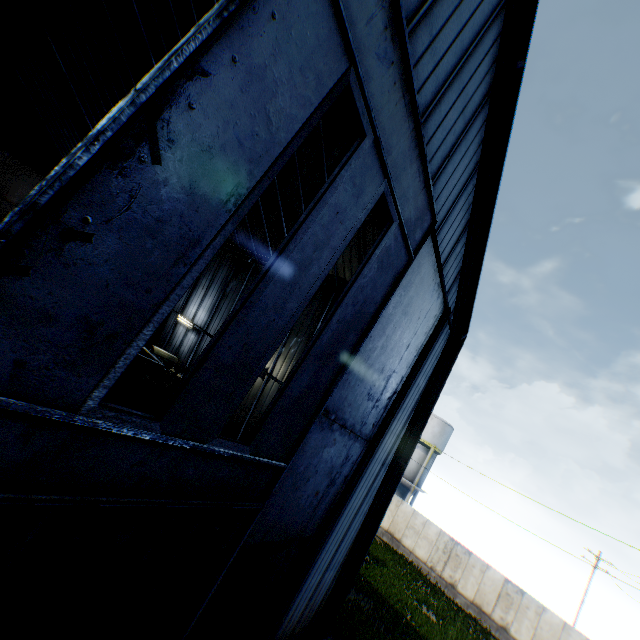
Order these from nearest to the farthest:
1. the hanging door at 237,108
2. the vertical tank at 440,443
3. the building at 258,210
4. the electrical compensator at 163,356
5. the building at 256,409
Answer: the hanging door at 237,108
the building at 258,210
the building at 256,409
the electrical compensator at 163,356
the vertical tank at 440,443

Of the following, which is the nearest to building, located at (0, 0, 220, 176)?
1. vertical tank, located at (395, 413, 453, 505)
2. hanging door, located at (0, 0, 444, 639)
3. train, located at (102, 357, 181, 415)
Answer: hanging door, located at (0, 0, 444, 639)

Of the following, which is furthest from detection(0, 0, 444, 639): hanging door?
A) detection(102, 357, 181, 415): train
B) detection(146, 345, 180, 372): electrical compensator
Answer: detection(146, 345, 180, 372): electrical compensator

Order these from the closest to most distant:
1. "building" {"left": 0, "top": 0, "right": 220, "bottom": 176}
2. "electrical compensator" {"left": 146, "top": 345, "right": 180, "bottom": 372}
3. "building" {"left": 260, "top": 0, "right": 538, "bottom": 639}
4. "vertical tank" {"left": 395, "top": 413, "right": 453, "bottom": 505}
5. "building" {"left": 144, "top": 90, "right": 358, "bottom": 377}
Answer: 1. "building" {"left": 260, "top": 0, "right": 538, "bottom": 639}
2. "building" {"left": 144, "top": 90, "right": 358, "bottom": 377}
3. "building" {"left": 0, "top": 0, "right": 220, "bottom": 176}
4. "electrical compensator" {"left": 146, "top": 345, "right": 180, "bottom": 372}
5. "vertical tank" {"left": 395, "top": 413, "right": 453, "bottom": 505}

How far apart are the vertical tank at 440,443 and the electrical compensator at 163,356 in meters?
26.8 m

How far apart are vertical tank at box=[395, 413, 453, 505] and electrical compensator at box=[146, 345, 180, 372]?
26.84m

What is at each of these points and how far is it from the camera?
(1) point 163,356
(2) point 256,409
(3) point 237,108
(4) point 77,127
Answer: (1) electrical compensator, 18.0 meters
(2) building, 15.0 meters
(3) hanging door, 2.8 meters
(4) building, 26.0 meters

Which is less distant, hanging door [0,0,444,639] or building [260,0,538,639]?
hanging door [0,0,444,639]
